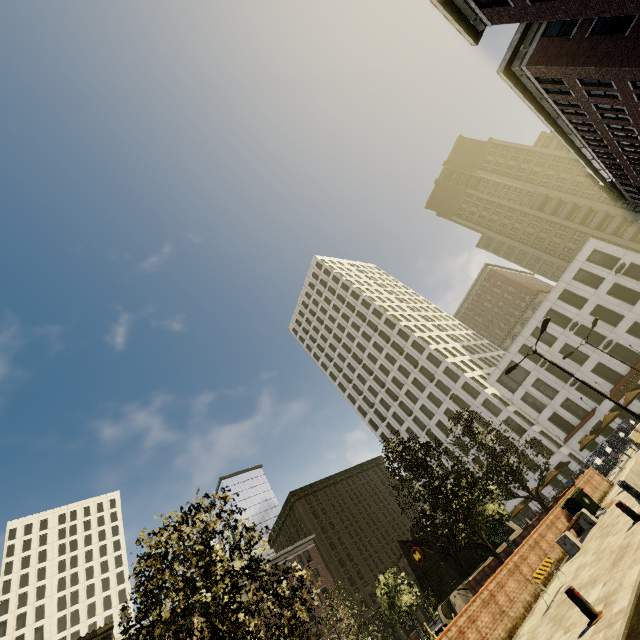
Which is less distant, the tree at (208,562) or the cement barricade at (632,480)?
the tree at (208,562)

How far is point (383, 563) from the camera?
59.7 meters

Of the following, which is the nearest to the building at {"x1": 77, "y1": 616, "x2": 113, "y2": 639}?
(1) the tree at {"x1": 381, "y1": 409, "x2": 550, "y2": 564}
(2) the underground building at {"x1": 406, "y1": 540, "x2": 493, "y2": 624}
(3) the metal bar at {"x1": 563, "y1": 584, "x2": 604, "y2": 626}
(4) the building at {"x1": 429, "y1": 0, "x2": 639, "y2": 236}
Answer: (1) the tree at {"x1": 381, "y1": 409, "x2": 550, "y2": 564}

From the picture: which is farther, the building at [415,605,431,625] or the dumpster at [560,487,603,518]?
the building at [415,605,431,625]

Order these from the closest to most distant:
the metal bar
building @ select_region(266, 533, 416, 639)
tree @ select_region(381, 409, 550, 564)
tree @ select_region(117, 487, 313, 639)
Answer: the metal bar < tree @ select_region(117, 487, 313, 639) < tree @ select_region(381, 409, 550, 564) < building @ select_region(266, 533, 416, 639)

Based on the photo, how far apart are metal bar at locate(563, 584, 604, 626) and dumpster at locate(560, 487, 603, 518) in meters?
10.3

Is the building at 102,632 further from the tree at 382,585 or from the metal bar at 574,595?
the metal bar at 574,595

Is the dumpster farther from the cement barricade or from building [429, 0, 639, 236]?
building [429, 0, 639, 236]
